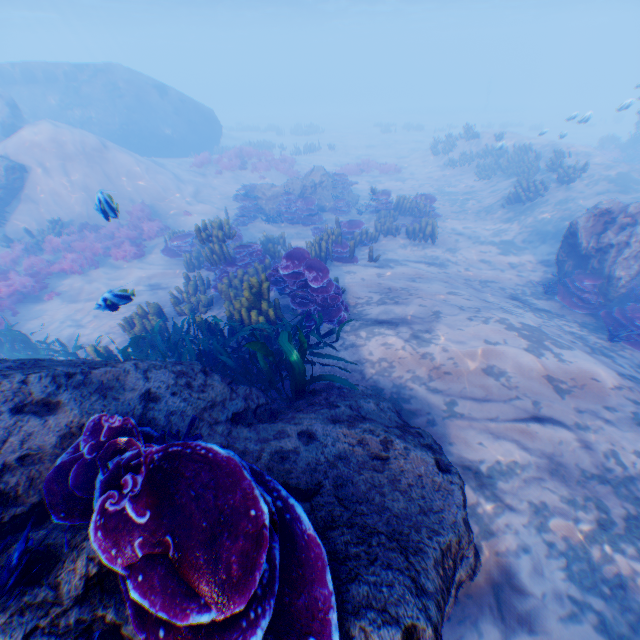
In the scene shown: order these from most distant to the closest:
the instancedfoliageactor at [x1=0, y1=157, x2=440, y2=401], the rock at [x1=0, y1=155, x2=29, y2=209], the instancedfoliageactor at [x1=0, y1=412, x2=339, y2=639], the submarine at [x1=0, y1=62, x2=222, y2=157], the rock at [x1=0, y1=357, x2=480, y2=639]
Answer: the submarine at [x1=0, y1=62, x2=222, y2=157]
the rock at [x1=0, y1=155, x2=29, y2=209]
the instancedfoliageactor at [x1=0, y1=157, x2=440, y2=401]
the rock at [x1=0, y1=357, x2=480, y2=639]
the instancedfoliageactor at [x1=0, y1=412, x2=339, y2=639]

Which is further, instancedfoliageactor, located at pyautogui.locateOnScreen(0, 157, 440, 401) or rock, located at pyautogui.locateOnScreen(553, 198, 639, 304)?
rock, located at pyautogui.locateOnScreen(553, 198, 639, 304)

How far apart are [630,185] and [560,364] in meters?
12.4

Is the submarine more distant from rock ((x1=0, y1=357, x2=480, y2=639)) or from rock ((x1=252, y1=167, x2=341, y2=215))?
rock ((x1=252, y1=167, x2=341, y2=215))

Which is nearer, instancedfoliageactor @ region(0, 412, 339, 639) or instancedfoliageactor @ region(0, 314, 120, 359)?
instancedfoliageactor @ region(0, 412, 339, 639)

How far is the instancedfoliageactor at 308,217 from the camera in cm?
1439

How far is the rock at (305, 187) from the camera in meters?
15.6 m

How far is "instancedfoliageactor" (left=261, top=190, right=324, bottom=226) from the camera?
14.39m
